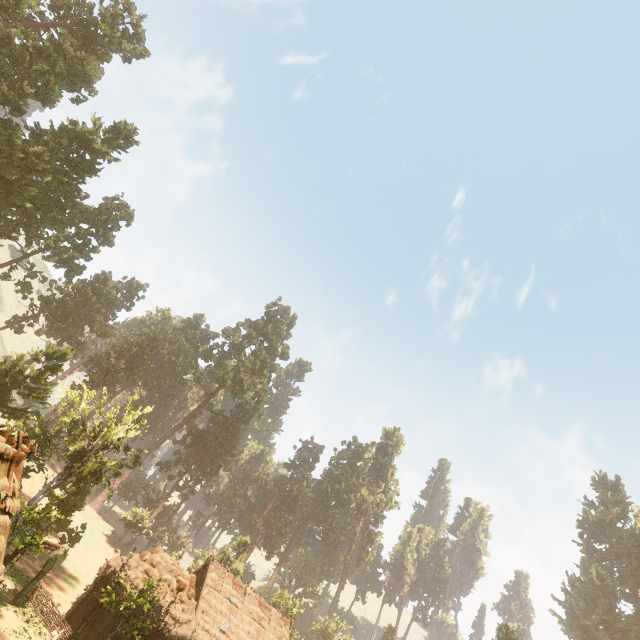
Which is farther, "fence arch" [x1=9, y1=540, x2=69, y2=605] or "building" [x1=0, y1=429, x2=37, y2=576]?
"fence arch" [x1=9, y1=540, x2=69, y2=605]

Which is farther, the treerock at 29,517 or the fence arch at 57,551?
the treerock at 29,517

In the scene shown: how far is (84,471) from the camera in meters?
28.2

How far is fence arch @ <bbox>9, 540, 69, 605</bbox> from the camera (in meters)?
21.06

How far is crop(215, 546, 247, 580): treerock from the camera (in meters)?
41.47

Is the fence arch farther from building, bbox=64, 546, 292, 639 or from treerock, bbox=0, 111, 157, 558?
treerock, bbox=0, 111, 157, 558

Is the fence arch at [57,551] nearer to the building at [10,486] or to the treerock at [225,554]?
the building at [10,486]
